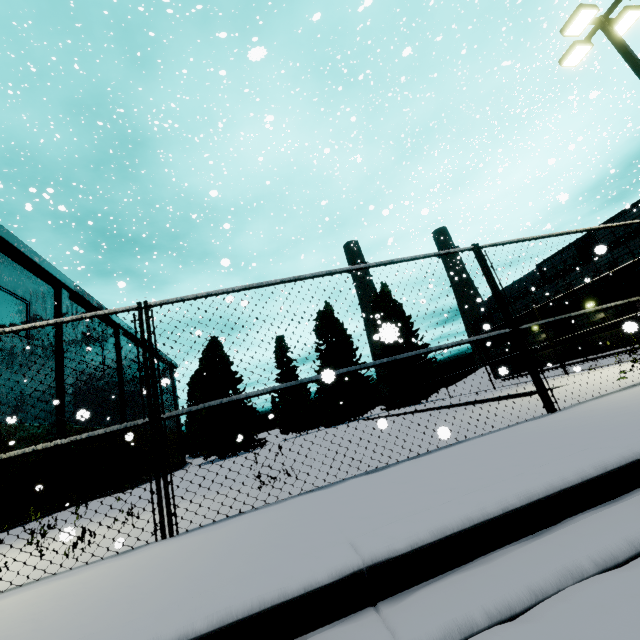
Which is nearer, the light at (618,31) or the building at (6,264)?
the light at (618,31)

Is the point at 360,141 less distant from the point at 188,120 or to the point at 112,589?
the point at 188,120

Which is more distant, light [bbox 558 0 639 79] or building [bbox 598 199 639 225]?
building [bbox 598 199 639 225]

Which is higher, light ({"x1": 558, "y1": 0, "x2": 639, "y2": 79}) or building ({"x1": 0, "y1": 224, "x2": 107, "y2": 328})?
building ({"x1": 0, "y1": 224, "x2": 107, "y2": 328})

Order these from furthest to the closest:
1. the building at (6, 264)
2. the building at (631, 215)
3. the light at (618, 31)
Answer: the building at (631, 215)
the building at (6, 264)
the light at (618, 31)

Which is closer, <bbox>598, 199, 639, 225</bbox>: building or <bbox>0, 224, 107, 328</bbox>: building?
<bbox>0, 224, 107, 328</bbox>: building

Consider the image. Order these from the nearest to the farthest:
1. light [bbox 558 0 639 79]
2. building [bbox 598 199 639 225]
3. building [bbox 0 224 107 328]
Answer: light [bbox 558 0 639 79]
building [bbox 0 224 107 328]
building [bbox 598 199 639 225]
